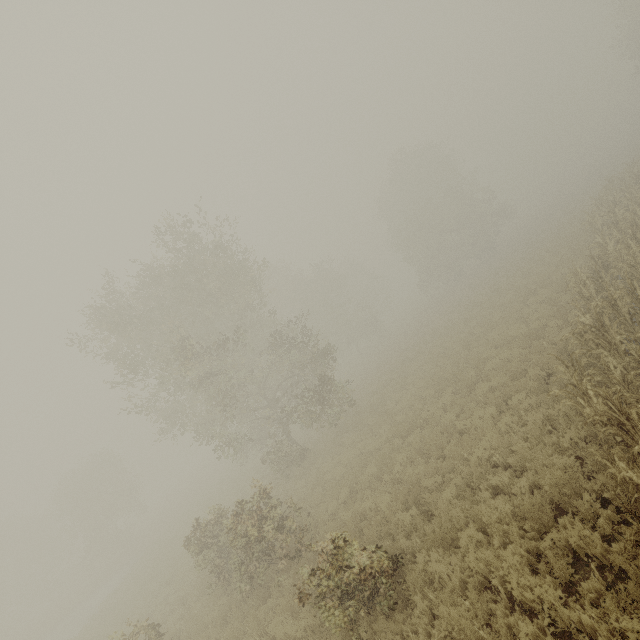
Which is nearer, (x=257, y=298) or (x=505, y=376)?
(x=505, y=376)

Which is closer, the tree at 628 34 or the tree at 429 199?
the tree at 429 199

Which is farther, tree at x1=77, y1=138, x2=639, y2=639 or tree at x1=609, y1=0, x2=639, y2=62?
tree at x1=609, y1=0, x2=639, y2=62
